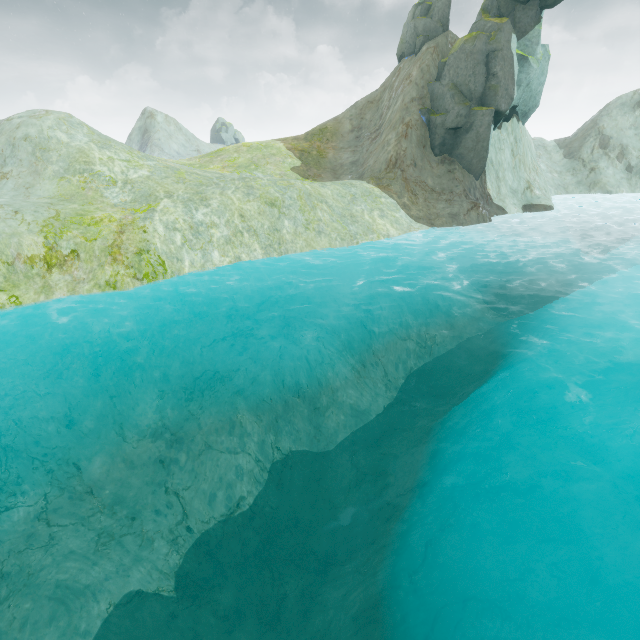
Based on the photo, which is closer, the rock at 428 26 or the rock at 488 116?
the rock at 488 116

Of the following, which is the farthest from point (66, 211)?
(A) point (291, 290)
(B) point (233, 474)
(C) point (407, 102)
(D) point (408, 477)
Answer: (C) point (407, 102)

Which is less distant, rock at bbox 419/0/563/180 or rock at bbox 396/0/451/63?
rock at bbox 419/0/563/180
